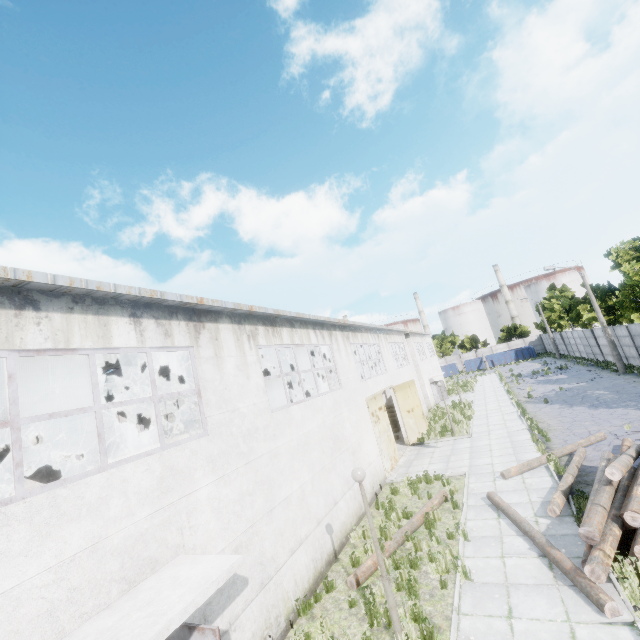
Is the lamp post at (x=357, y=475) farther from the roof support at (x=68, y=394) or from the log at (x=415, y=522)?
the roof support at (x=68, y=394)

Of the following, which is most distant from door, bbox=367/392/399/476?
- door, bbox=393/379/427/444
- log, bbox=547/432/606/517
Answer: log, bbox=547/432/606/517

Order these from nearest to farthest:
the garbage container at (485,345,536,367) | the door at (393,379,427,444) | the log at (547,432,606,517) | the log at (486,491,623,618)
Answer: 1. the log at (486,491,623,618)
2. the log at (547,432,606,517)
3. the door at (393,379,427,444)
4. the garbage container at (485,345,536,367)

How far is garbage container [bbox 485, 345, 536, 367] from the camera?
56.7 meters

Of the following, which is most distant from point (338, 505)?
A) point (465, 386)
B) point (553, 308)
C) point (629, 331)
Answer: point (553, 308)

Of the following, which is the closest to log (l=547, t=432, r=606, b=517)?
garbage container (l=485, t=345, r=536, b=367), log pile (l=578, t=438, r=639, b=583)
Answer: log pile (l=578, t=438, r=639, b=583)

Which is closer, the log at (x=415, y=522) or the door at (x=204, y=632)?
the door at (x=204, y=632)

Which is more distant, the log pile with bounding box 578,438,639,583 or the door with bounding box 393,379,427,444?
the door with bounding box 393,379,427,444
